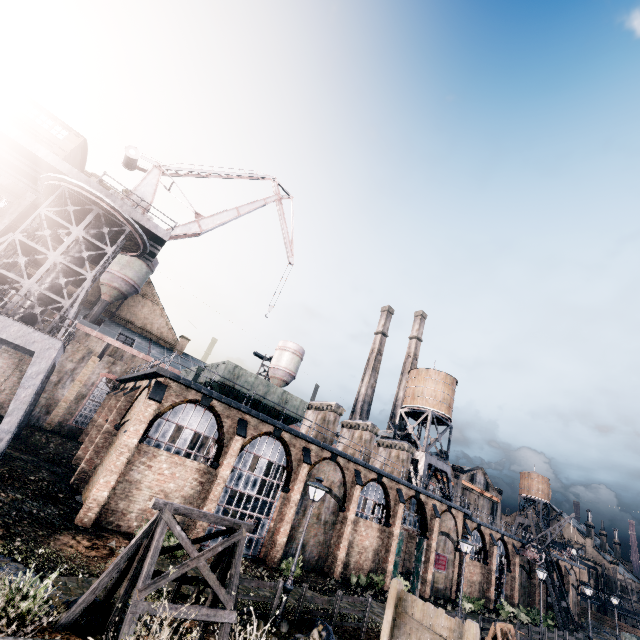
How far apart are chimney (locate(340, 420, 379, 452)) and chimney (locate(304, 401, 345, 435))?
3.8 meters

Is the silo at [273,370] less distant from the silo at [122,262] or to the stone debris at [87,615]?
the silo at [122,262]

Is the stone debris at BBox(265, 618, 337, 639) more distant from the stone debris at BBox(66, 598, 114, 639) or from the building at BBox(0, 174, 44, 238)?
the building at BBox(0, 174, 44, 238)

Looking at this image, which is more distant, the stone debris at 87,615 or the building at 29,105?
the building at 29,105

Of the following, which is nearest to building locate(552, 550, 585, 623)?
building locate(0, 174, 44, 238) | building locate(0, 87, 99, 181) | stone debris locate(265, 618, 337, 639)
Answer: stone debris locate(265, 618, 337, 639)

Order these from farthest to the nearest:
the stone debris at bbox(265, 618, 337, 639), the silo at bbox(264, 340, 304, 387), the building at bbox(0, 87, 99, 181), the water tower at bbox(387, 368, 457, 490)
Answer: the silo at bbox(264, 340, 304, 387), the water tower at bbox(387, 368, 457, 490), the building at bbox(0, 87, 99, 181), the stone debris at bbox(265, 618, 337, 639)

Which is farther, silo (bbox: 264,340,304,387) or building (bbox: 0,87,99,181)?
silo (bbox: 264,340,304,387)

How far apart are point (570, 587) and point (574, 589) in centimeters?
453cm
